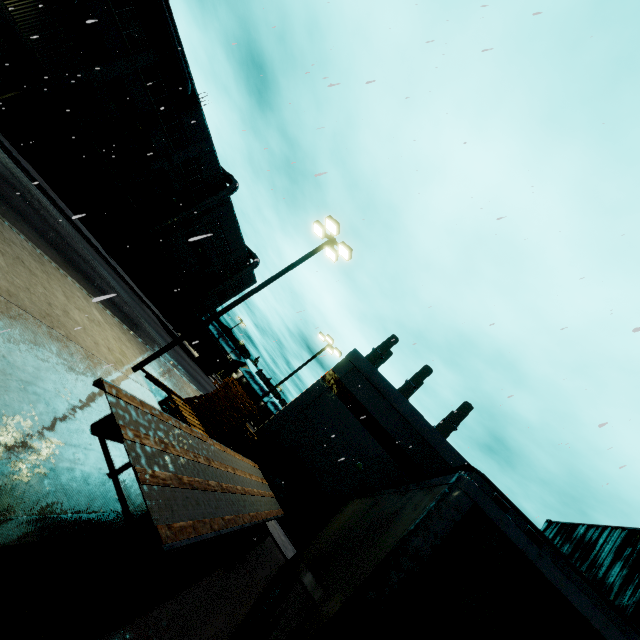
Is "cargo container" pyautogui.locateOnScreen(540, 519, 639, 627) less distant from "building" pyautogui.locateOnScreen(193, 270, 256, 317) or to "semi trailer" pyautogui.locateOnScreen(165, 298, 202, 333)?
"semi trailer" pyautogui.locateOnScreen(165, 298, 202, 333)

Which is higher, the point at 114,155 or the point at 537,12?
the point at 537,12

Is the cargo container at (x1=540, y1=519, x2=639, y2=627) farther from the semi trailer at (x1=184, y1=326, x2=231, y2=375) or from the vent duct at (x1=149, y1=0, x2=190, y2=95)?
the vent duct at (x1=149, y1=0, x2=190, y2=95)

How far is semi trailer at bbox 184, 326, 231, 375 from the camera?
41.41m

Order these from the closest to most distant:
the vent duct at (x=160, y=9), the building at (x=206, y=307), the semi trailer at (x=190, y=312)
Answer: the vent duct at (x=160, y=9)
the semi trailer at (x=190, y=312)
the building at (x=206, y=307)

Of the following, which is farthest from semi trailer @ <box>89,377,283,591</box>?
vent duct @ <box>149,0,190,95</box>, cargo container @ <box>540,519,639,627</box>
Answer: vent duct @ <box>149,0,190,95</box>

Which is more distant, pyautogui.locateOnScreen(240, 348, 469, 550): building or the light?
pyautogui.locateOnScreen(240, 348, 469, 550): building

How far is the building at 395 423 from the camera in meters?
19.4 m
